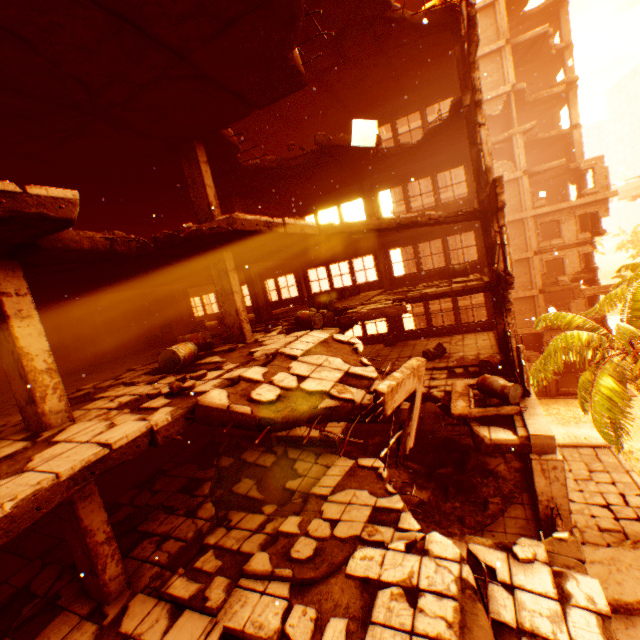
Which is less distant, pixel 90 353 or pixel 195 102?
pixel 195 102

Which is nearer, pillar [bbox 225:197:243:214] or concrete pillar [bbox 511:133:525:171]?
pillar [bbox 225:197:243:214]

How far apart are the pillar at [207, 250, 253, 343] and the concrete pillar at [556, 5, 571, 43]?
34.3m

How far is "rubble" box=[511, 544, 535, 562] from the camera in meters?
4.8

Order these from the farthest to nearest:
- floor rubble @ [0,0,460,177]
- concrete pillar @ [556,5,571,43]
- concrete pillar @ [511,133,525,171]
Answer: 1. concrete pillar @ [556,5,571,43]
2. concrete pillar @ [511,133,525,171]
3. floor rubble @ [0,0,460,177]

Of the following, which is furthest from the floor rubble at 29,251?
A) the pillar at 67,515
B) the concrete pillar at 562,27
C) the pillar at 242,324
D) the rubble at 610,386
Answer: the concrete pillar at 562,27

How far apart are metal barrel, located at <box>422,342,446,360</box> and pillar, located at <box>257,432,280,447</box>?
6.8 meters

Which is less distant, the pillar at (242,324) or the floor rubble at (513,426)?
the floor rubble at (513,426)
